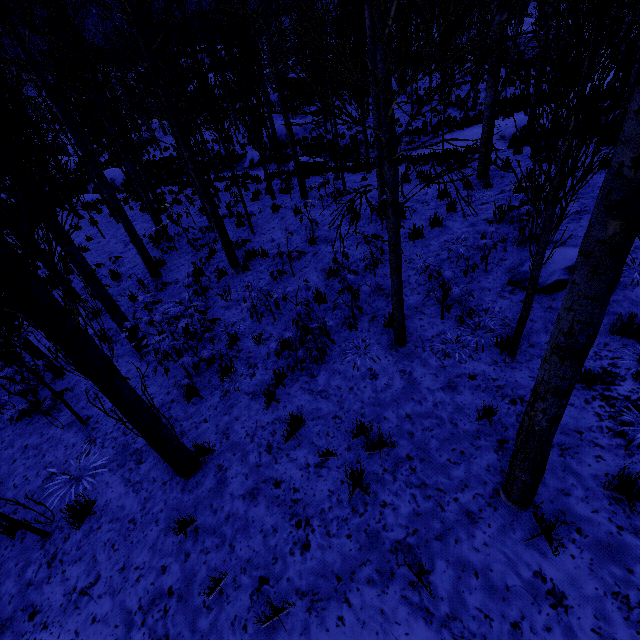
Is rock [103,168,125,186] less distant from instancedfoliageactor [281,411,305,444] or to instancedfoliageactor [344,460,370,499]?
instancedfoliageactor [281,411,305,444]

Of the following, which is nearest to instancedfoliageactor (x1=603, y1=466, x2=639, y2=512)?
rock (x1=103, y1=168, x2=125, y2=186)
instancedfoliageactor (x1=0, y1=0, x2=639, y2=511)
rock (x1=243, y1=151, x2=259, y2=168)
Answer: instancedfoliageactor (x1=0, y1=0, x2=639, y2=511)

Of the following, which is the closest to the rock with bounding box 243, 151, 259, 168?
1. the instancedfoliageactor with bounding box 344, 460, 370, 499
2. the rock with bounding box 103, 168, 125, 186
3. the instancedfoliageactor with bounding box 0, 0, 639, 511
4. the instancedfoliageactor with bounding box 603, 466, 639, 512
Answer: the instancedfoliageactor with bounding box 0, 0, 639, 511

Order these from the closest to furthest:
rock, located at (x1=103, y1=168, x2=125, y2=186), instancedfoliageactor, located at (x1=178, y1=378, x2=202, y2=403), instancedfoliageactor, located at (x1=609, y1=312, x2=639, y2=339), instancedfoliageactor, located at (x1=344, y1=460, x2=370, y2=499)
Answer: instancedfoliageactor, located at (x1=344, y1=460, x2=370, y2=499) < instancedfoliageactor, located at (x1=609, y1=312, x2=639, y2=339) < instancedfoliageactor, located at (x1=178, y1=378, x2=202, y2=403) < rock, located at (x1=103, y1=168, x2=125, y2=186)

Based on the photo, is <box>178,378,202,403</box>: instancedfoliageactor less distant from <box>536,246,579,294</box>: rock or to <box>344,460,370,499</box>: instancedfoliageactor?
<box>536,246,579,294</box>: rock

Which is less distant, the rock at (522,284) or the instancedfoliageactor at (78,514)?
the instancedfoliageactor at (78,514)

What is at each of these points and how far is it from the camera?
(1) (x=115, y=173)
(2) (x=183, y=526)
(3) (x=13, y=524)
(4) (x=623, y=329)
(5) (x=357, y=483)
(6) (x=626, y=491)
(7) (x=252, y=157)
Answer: (1) rock, 24.2 meters
(2) instancedfoliageactor, 3.8 meters
(3) instancedfoliageactor, 4.0 meters
(4) instancedfoliageactor, 4.2 meters
(5) instancedfoliageactor, 3.7 meters
(6) instancedfoliageactor, 2.9 meters
(7) rock, 20.1 meters

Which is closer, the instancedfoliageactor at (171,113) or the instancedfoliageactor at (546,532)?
the instancedfoliageactor at (171,113)
